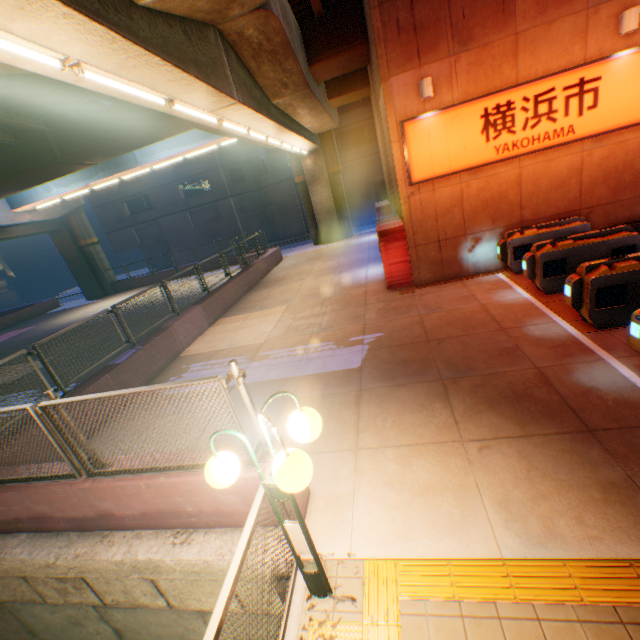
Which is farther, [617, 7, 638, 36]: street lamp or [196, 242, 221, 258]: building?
[196, 242, 221, 258]: building

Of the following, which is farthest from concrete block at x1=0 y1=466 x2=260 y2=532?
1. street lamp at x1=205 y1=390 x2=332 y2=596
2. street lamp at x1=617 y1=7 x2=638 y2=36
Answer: street lamp at x1=617 y1=7 x2=638 y2=36

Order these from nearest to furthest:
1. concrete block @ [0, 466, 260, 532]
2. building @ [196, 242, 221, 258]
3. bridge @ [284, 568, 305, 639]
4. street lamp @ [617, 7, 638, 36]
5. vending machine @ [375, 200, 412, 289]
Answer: bridge @ [284, 568, 305, 639], concrete block @ [0, 466, 260, 532], street lamp @ [617, 7, 638, 36], vending machine @ [375, 200, 412, 289], building @ [196, 242, 221, 258]

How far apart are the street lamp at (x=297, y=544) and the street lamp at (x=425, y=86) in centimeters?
880cm

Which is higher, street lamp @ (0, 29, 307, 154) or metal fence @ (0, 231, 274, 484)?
street lamp @ (0, 29, 307, 154)

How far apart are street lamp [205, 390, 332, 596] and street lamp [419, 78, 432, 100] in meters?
8.8 m

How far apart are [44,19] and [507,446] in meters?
7.6

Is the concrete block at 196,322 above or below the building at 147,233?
below
